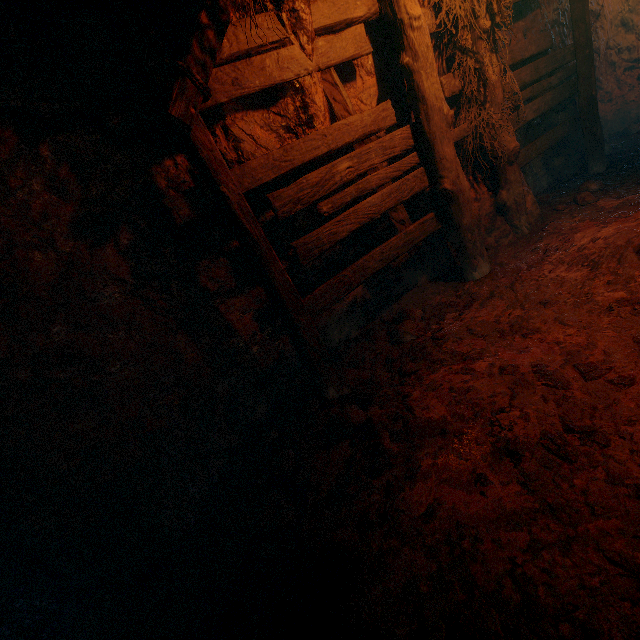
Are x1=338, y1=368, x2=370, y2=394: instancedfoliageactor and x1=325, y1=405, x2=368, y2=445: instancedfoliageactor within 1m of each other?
yes

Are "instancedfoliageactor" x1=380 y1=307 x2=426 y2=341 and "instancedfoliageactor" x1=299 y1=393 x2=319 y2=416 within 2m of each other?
yes

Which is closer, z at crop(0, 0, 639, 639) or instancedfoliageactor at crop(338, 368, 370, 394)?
z at crop(0, 0, 639, 639)

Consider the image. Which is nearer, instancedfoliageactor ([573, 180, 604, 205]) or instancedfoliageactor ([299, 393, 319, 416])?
instancedfoliageactor ([299, 393, 319, 416])

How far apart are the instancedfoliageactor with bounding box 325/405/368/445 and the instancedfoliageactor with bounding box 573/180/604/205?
4.52m

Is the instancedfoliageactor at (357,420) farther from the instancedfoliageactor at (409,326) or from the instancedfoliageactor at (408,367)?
the instancedfoliageactor at (409,326)

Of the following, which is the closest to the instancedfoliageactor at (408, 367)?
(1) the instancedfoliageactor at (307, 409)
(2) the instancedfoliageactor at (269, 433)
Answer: (1) the instancedfoliageactor at (307, 409)

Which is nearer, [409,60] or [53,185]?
[53,185]
